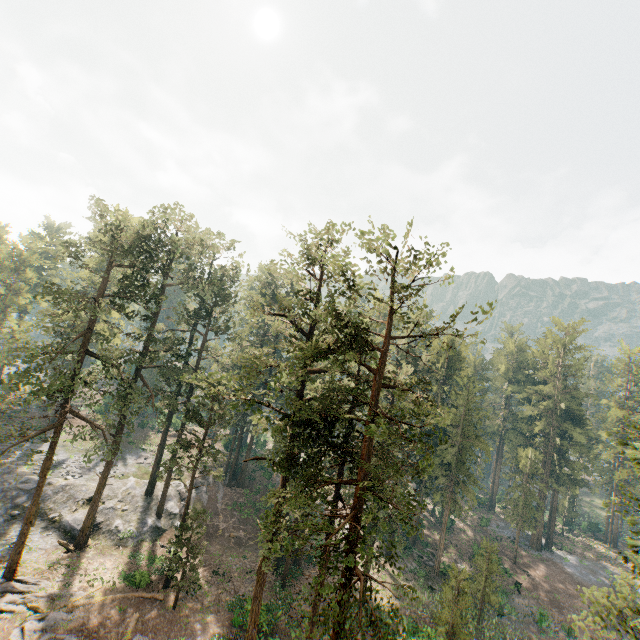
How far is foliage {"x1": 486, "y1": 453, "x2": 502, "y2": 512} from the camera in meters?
58.7

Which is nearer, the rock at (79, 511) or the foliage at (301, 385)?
the foliage at (301, 385)

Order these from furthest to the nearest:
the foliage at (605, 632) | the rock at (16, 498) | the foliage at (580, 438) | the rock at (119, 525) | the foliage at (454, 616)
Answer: the foliage at (580, 438) < the rock at (119, 525) < the rock at (16, 498) < the foliage at (454, 616) < the foliage at (605, 632)

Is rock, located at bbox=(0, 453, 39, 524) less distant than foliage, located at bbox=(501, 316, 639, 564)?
Yes

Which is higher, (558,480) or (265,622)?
(558,480)

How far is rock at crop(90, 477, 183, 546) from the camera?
31.65m

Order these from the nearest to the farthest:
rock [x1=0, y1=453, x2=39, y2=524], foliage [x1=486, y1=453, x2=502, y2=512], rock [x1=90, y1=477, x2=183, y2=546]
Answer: rock [x1=0, y1=453, x2=39, y2=524] < rock [x1=90, y1=477, x2=183, y2=546] < foliage [x1=486, y1=453, x2=502, y2=512]
